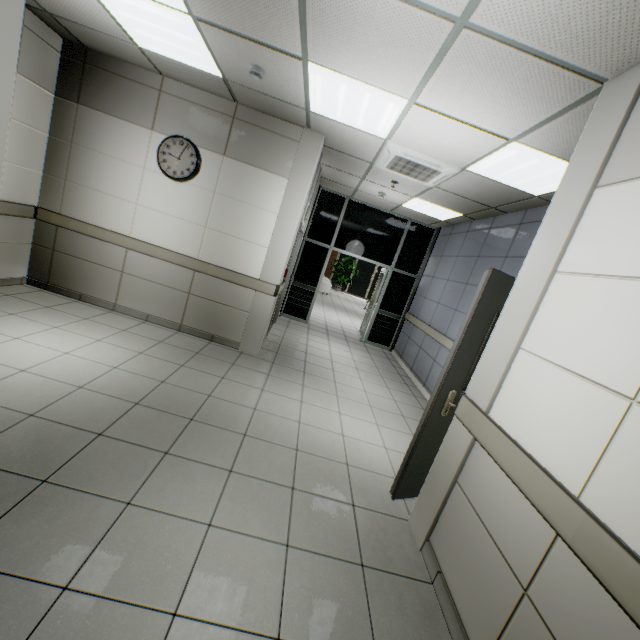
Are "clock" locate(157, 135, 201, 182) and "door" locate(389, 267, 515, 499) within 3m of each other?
no

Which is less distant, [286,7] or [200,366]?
[286,7]

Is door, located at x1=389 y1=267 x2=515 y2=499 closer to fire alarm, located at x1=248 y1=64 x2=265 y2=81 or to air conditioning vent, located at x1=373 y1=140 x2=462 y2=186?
air conditioning vent, located at x1=373 y1=140 x2=462 y2=186

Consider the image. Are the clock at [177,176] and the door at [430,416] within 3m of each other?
no

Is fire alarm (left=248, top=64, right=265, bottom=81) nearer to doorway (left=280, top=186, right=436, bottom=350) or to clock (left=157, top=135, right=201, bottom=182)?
clock (left=157, top=135, right=201, bottom=182)

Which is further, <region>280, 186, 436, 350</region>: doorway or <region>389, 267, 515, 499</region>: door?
<region>280, 186, 436, 350</region>: doorway

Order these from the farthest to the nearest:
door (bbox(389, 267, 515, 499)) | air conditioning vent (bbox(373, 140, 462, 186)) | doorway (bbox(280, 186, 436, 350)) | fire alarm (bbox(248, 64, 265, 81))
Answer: doorway (bbox(280, 186, 436, 350)) → air conditioning vent (bbox(373, 140, 462, 186)) → fire alarm (bbox(248, 64, 265, 81)) → door (bbox(389, 267, 515, 499))

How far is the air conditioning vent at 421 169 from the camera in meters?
3.9 m
